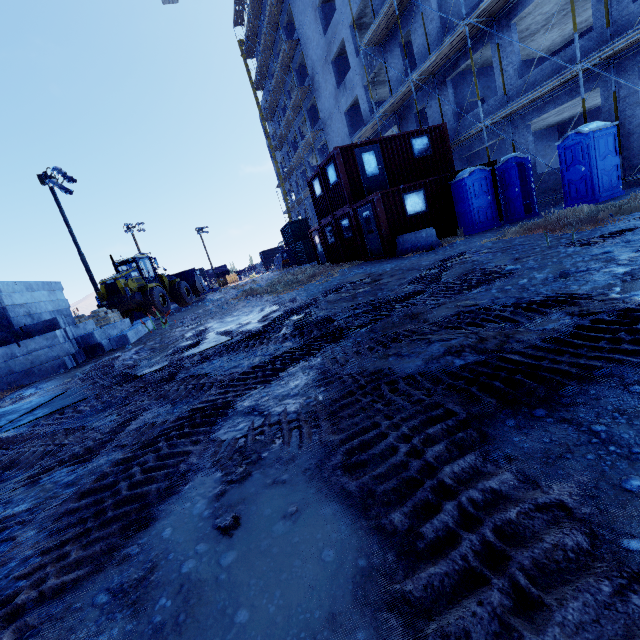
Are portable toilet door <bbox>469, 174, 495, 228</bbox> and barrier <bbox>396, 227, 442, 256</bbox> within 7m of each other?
yes

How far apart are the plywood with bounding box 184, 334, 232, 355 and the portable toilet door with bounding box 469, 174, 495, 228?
10.7 meters

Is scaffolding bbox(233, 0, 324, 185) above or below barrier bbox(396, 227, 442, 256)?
above

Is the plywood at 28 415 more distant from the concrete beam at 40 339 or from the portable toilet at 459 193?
the portable toilet at 459 193

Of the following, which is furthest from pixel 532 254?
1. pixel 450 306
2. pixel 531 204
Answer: pixel 531 204

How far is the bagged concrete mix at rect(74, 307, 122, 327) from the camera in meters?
16.2 m

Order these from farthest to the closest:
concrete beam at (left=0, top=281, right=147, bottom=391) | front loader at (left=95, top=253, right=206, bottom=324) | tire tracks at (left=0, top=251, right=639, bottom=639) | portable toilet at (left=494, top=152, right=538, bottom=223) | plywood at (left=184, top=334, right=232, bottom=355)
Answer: front loader at (left=95, top=253, right=206, bottom=324) < portable toilet at (left=494, top=152, right=538, bottom=223) < concrete beam at (left=0, top=281, right=147, bottom=391) < plywood at (left=184, top=334, right=232, bottom=355) < tire tracks at (left=0, top=251, right=639, bottom=639)

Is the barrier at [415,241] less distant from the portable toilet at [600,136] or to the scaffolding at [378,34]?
the portable toilet at [600,136]
